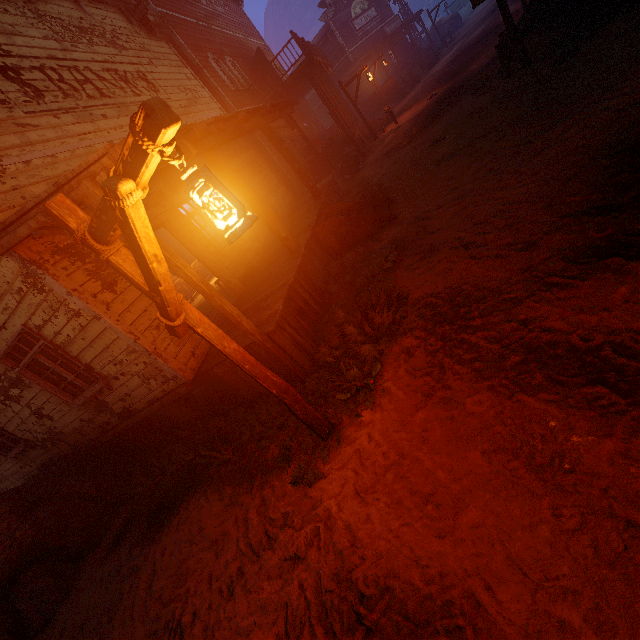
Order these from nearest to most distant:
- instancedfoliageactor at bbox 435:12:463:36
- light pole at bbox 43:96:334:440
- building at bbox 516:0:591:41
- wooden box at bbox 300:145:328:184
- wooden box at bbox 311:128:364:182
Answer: light pole at bbox 43:96:334:440
building at bbox 516:0:591:41
wooden box at bbox 311:128:364:182
wooden box at bbox 300:145:328:184
instancedfoliageactor at bbox 435:12:463:36

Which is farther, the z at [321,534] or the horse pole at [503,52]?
the horse pole at [503,52]

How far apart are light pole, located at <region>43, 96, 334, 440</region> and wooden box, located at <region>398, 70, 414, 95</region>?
26.6m

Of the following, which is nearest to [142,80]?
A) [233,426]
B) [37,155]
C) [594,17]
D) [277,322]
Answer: [37,155]

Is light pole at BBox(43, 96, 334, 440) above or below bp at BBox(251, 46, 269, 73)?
below

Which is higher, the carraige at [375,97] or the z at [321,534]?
the carraige at [375,97]

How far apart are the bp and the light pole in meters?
18.5

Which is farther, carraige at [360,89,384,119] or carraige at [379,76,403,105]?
carraige at [360,89,384,119]
